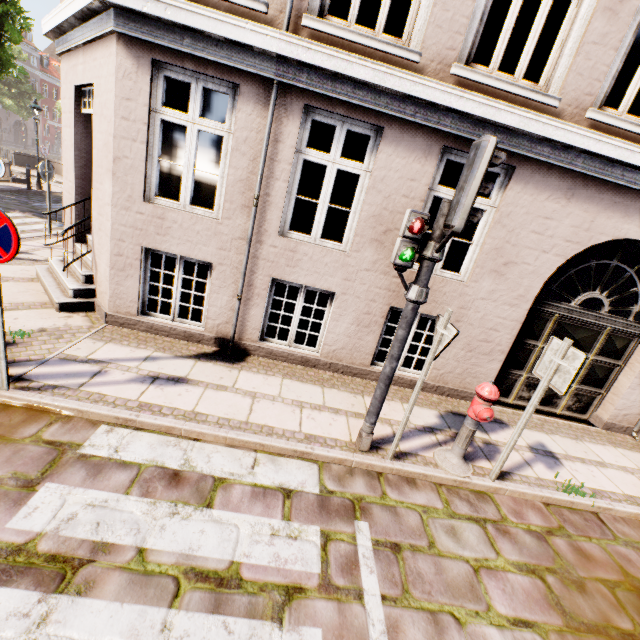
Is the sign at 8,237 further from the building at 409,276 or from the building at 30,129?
the building at 30,129

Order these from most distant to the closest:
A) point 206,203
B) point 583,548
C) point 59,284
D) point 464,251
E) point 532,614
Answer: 1. point 206,203
2. point 464,251
3. point 59,284
4. point 583,548
5. point 532,614

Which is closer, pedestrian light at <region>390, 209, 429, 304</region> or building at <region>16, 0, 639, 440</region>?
pedestrian light at <region>390, 209, 429, 304</region>

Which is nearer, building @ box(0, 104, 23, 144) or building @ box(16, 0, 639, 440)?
building @ box(16, 0, 639, 440)

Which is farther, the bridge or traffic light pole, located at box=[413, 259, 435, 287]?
the bridge

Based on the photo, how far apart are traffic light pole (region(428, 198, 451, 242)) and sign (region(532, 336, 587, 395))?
1.8 meters

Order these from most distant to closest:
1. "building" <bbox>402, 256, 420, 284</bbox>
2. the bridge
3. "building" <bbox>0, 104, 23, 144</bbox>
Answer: "building" <bbox>0, 104, 23, 144</bbox> → the bridge → "building" <bbox>402, 256, 420, 284</bbox>

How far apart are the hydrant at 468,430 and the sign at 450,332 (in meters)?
0.81
